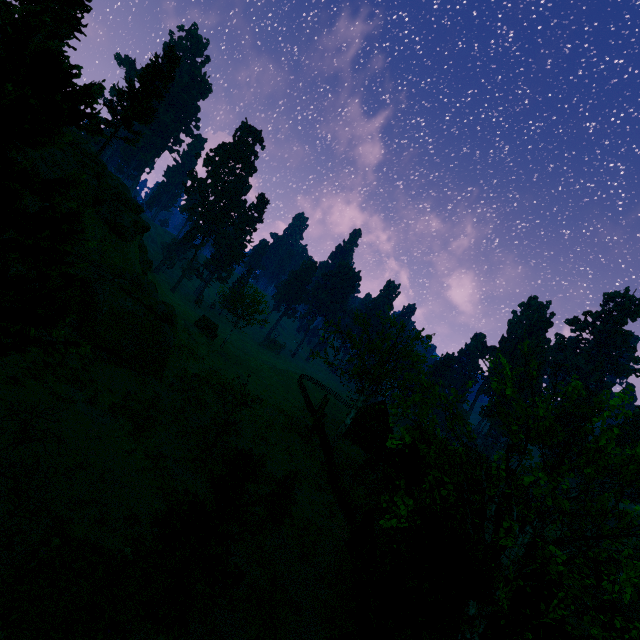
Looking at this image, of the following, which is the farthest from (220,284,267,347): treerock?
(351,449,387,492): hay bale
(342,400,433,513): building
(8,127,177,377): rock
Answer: (351,449,387,492): hay bale

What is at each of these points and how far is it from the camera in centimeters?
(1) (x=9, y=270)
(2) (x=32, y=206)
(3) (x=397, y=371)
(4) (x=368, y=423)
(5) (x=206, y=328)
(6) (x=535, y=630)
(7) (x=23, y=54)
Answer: (1) rock, 1678cm
(2) rock, 1938cm
(3) treerock, 2859cm
(4) building, 5266cm
(5) treerock, 4509cm
(6) building, 1316cm
(7) treerock, 719cm

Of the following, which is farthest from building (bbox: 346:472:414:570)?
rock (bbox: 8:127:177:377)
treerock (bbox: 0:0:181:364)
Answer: rock (bbox: 8:127:177:377)

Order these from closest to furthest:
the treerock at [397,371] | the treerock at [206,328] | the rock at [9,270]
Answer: the treerock at [397,371], the rock at [9,270], the treerock at [206,328]

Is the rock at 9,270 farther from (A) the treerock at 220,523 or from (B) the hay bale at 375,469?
(B) the hay bale at 375,469

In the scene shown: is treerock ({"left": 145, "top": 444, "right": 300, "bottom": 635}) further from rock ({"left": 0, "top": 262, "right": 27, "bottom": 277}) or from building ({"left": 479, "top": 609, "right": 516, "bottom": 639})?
rock ({"left": 0, "top": 262, "right": 27, "bottom": 277})

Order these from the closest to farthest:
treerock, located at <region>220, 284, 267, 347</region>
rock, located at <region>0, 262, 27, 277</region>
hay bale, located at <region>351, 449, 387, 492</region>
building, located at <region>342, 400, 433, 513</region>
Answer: rock, located at <region>0, 262, 27, 277</region>
building, located at <region>342, 400, 433, 513</region>
hay bale, located at <region>351, 449, 387, 492</region>
treerock, located at <region>220, 284, 267, 347</region>

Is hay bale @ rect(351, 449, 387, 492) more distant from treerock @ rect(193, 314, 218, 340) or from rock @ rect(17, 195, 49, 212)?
rock @ rect(17, 195, 49, 212)
